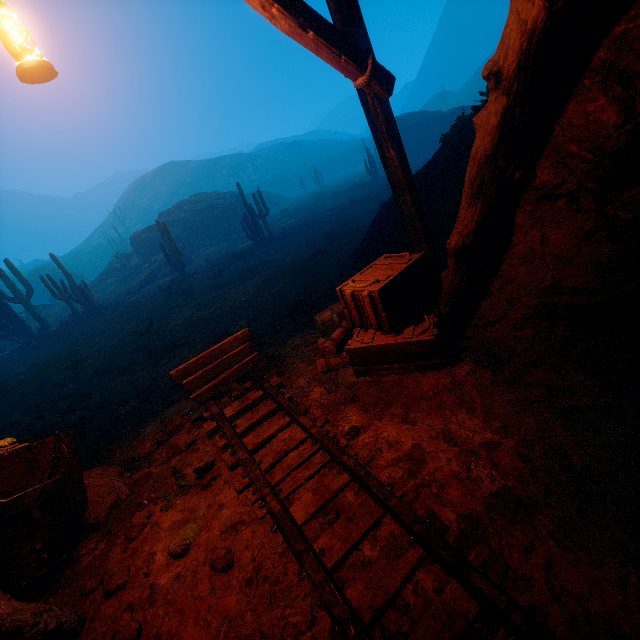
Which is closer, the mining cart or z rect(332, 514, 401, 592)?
z rect(332, 514, 401, 592)

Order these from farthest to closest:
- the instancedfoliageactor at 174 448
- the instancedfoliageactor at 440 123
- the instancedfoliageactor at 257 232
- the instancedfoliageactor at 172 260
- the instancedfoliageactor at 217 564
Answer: the instancedfoliageactor at 440 123
the instancedfoliageactor at 257 232
the instancedfoliageactor at 172 260
the instancedfoliageactor at 174 448
the instancedfoliageactor at 217 564

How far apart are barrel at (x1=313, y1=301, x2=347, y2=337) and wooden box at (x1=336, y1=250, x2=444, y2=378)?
0.04m

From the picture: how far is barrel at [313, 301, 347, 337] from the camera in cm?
531

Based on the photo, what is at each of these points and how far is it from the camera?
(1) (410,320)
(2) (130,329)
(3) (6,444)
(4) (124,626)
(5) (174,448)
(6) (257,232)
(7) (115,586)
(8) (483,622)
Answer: (1) wooden box, 3.9 meters
(2) z, 12.7 meters
(3) burlap sack, 3.2 meters
(4) instancedfoliageactor, 2.2 meters
(5) instancedfoliageactor, 4.2 meters
(6) instancedfoliageactor, 20.5 meters
(7) instancedfoliageactor, 2.6 meters
(8) z, 1.8 meters

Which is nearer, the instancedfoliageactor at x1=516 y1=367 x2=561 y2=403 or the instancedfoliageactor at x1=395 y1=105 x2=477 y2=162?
the instancedfoliageactor at x1=516 y1=367 x2=561 y2=403

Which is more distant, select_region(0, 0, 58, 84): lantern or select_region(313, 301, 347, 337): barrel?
select_region(313, 301, 347, 337): barrel

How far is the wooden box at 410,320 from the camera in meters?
3.6
